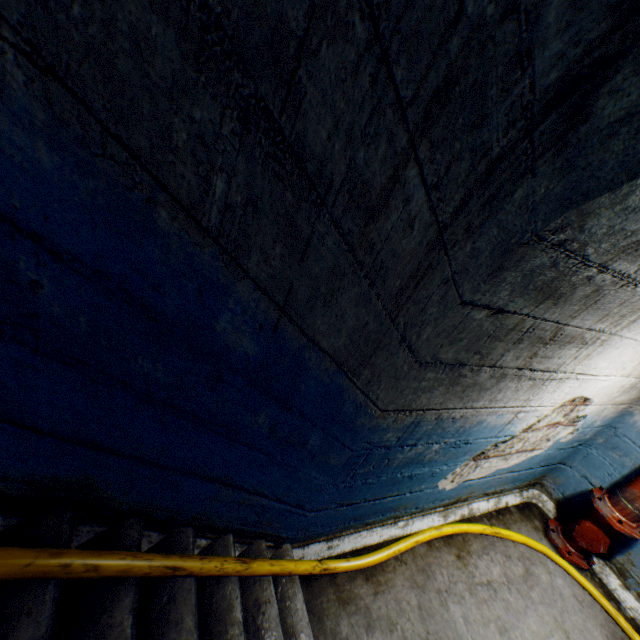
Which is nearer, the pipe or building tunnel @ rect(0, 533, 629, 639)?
building tunnel @ rect(0, 533, 629, 639)

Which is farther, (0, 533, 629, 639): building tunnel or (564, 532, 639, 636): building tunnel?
(564, 532, 639, 636): building tunnel

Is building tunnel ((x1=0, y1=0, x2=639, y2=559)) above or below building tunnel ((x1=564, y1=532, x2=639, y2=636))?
above

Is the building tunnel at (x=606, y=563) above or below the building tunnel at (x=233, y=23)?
below

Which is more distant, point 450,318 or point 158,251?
point 450,318

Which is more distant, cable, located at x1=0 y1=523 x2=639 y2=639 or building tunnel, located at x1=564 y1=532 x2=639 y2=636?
building tunnel, located at x1=564 y1=532 x2=639 y2=636

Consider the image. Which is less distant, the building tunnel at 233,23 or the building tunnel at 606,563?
the building tunnel at 233,23
